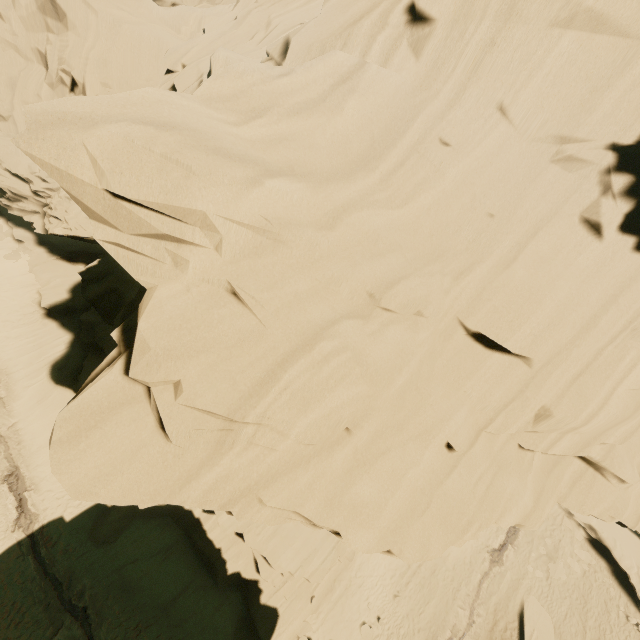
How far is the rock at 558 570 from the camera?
22.00m

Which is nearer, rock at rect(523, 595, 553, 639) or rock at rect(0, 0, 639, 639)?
rock at rect(0, 0, 639, 639)

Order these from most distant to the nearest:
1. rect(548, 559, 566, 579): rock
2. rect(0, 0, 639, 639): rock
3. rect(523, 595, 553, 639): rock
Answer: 1. rect(548, 559, 566, 579): rock
2. rect(523, 595, 553, 639): rock
3. rect(0, 0, 639, 639): rock

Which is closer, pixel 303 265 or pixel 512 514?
pixel 303 265

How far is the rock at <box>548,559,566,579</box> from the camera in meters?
22.0 m

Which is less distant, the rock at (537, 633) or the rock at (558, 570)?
the rock at (537, 633)
